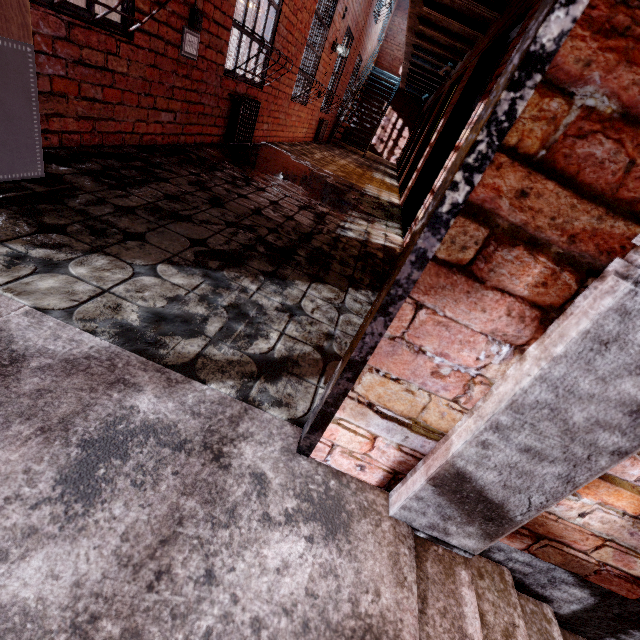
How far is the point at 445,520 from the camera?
1.0 meters

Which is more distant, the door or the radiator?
the radiator

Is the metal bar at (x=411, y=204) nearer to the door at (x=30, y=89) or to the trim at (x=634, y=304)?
the trim at (x=634, y=304)

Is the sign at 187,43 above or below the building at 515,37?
below

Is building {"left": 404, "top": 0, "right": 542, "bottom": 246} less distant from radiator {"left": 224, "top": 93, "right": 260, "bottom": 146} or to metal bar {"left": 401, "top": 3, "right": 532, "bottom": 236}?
metal bar {"left": 401, "top": 3, "right": 532, "bottom": 236}

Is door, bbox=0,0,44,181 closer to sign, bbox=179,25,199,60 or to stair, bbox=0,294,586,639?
stair, bbox=0,294,586,639

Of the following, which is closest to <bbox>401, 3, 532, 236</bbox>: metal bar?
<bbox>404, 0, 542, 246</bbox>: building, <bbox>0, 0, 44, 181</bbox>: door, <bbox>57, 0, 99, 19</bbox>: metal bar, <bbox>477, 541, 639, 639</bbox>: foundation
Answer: <bbox>404, 0, 542, 246</bbox>: building

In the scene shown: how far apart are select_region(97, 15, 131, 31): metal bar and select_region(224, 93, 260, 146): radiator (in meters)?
1.81
